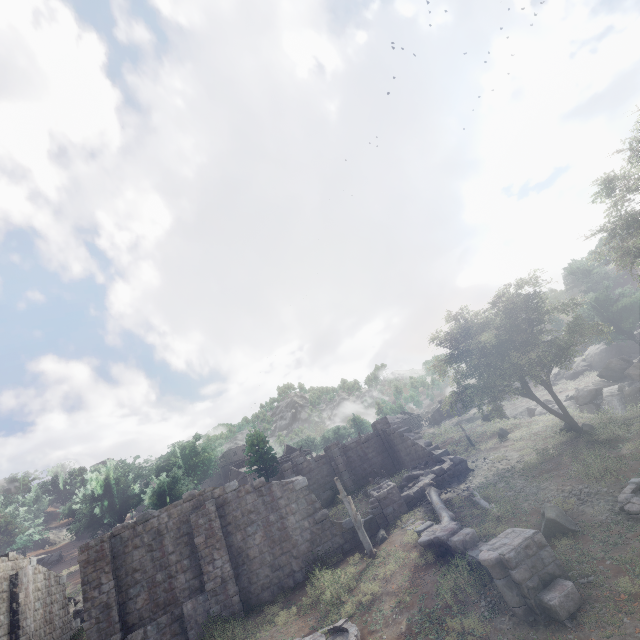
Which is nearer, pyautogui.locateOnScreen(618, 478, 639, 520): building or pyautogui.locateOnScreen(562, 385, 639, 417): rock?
pyautogui.locateOnScreen(618, 478, 639, 520): building

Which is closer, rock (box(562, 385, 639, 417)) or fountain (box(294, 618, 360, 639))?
fountain (box(294, 618, 360, 639))

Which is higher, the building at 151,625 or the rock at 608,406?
the building at 151,625

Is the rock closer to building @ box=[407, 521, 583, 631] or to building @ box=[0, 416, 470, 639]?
building @ box=[0, 416, 470, 639]

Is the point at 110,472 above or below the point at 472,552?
above

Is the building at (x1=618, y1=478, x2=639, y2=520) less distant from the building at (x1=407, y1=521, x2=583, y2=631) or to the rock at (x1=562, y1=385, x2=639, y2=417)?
the building at (x1=407, y1=521, x2=583, y2=631)

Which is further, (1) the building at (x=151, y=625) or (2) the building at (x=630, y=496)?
(1) the building at (x=151, y=625)

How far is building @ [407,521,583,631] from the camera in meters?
7.7 m
